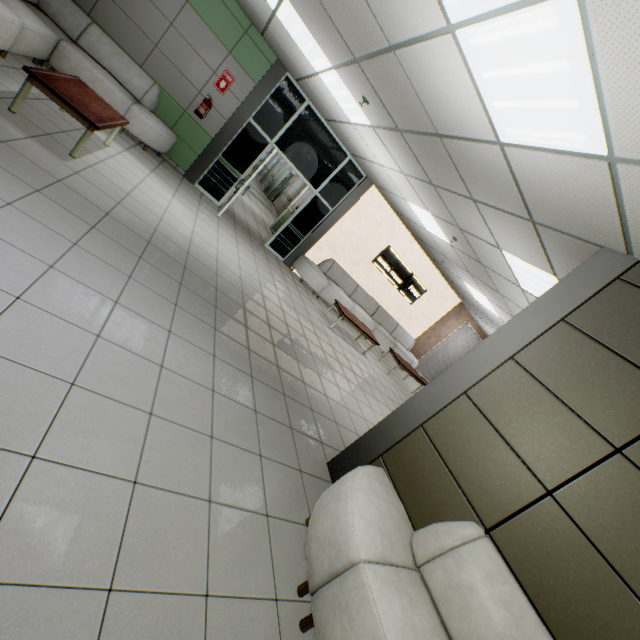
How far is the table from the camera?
3.6 meters

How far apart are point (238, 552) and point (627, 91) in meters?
3.4

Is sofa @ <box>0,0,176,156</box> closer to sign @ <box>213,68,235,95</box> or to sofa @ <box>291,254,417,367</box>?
sign @ <box>213,68,235,95</box>

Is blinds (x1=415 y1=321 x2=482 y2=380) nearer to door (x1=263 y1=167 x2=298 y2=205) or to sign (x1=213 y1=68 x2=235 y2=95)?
sign (x1=213 y1=68 x2=235 y2=95)

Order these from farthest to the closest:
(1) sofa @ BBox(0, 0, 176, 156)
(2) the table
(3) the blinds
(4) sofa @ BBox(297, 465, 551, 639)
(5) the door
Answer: (5) the door
(3) the blinds
(1) sofa @ BBox(0, 0, 176, 156)
(2) the table
(4) sofa @ BBox(297, 465, 551, 639)

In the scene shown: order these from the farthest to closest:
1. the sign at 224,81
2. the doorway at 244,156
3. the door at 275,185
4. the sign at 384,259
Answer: the door at 275,185
the sign at 384,259
the doorway at 244,156
the sign at 224,81

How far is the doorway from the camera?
7.37m

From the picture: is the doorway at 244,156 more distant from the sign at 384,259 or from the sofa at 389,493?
the sofa at 389,493
